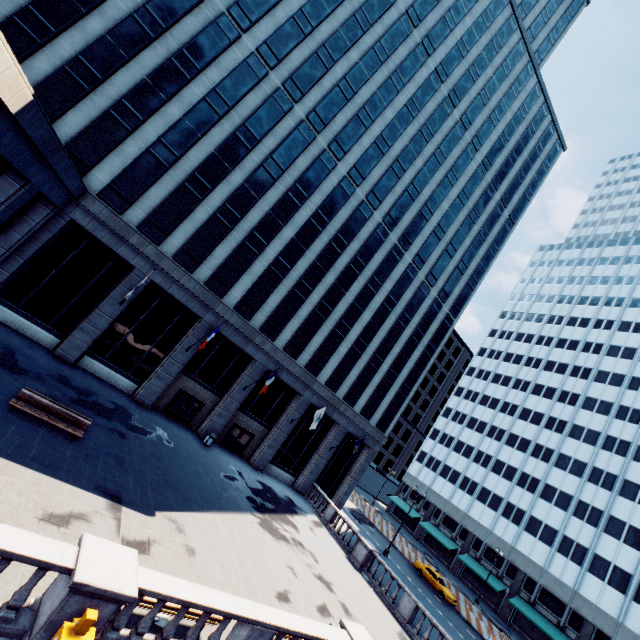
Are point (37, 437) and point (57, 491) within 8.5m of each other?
yes

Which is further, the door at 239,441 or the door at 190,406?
the door at 239,441

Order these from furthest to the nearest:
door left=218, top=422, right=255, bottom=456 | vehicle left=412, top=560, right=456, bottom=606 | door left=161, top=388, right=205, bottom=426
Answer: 1. vehicle left=412, top=560, right=456, bottom=606
2. door left=218, top=422, right=255, bottom=456
3. door left=161, top=388, right=205, bottom=426

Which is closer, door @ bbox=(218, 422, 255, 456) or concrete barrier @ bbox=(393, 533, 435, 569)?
door @ bbox=(218, 422, 255, 456)

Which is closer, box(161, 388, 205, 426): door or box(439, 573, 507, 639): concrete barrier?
box(161, 388, 205, 426): door

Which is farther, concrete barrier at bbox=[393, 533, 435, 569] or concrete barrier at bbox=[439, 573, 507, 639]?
concrete barrier at bbox=[393, 533, 435, 569]

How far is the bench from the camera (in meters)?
13.15

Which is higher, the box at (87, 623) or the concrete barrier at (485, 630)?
the box at (87, 623)
